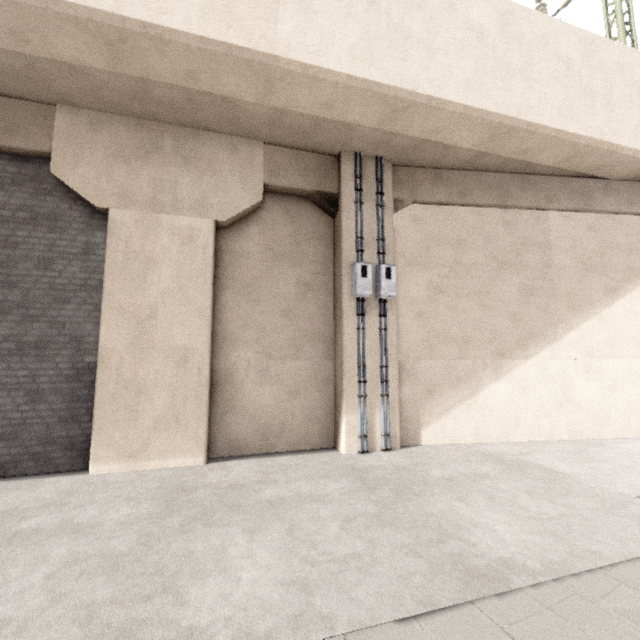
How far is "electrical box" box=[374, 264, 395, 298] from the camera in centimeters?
726cm

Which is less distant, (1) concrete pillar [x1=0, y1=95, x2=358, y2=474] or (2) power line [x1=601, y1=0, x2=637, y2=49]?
(1) concrete pillar [x1=0, y1=95, x2=358, y2=474]

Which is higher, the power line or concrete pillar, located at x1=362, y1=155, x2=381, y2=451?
the power line

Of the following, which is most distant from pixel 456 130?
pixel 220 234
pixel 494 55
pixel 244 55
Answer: pixel 220 234

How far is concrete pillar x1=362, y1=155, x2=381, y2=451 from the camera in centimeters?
714cm

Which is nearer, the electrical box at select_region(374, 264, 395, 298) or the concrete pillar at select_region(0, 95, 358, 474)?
the concrete pillar at select_region(0, 95, 358, 474)

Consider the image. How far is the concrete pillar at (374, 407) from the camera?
7.14m

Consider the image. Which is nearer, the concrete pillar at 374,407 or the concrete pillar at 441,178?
the concrete pillar at 374,407
